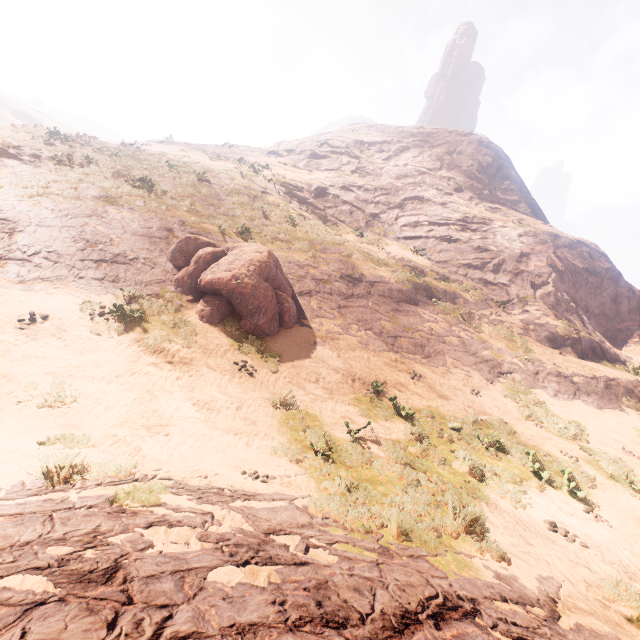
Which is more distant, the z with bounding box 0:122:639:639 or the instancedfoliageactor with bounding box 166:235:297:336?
the instancedfoliageactor with bounding box 166:235:297:336

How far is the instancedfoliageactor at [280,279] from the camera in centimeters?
1158cm

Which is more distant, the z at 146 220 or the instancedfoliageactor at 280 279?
the instancedfoliageactor at 280 279

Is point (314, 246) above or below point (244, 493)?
above

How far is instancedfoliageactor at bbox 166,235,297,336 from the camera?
11.58m
